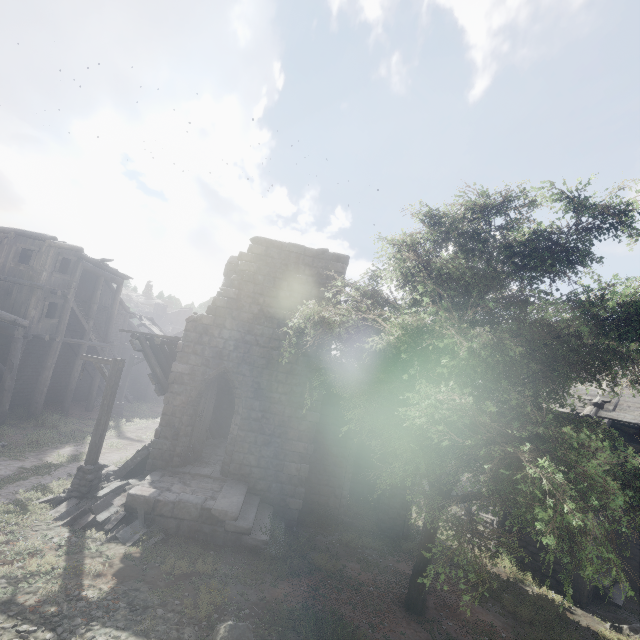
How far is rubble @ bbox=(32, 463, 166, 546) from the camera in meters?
9.0 m

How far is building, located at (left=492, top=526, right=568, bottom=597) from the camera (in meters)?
11.84

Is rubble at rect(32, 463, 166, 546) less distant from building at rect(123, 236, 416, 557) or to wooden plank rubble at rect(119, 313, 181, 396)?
building at rect(123, 236, 416, 557)

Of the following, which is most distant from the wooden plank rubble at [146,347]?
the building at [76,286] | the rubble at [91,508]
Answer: the rubble at [91,508]

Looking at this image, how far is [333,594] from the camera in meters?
8.6

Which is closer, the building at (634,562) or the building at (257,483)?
the building at (257,483)

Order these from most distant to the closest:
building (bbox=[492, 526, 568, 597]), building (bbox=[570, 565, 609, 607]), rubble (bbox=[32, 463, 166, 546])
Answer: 1. building (bbox=[492, 526, 568, 597])
2. building (bbox=[570, 565, 609, 607])
3. rubble (bbox=[32, 463, 166, 546])
